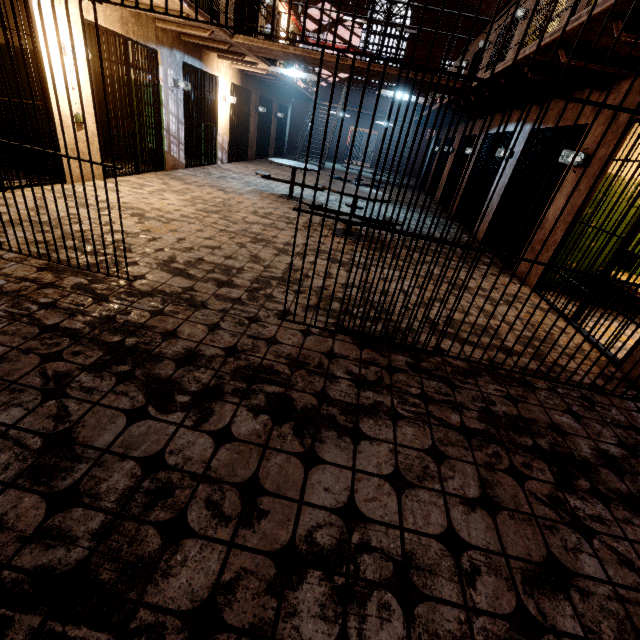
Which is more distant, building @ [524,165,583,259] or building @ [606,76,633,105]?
building @ [524,165,583,259]

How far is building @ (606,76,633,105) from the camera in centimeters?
422cm

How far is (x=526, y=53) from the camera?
4.2m

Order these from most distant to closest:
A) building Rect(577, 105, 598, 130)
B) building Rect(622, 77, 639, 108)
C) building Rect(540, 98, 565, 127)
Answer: building Rect(540, 98, 565, 127) → building Rect(577, 105, 598, 130) → building Rect(622, 77, 639, 108)

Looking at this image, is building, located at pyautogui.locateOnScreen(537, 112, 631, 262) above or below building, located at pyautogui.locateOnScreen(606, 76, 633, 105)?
below

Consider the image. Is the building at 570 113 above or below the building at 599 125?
above

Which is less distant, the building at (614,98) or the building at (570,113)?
the building at (614,98)
